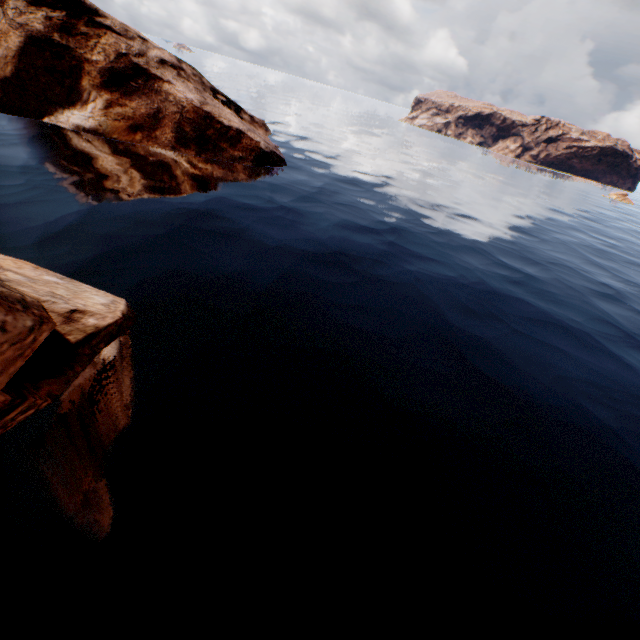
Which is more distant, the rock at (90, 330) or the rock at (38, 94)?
the rock at (38, 94)

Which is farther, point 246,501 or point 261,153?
point 261,153

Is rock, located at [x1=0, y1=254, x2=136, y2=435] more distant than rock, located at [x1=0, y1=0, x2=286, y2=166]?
No
